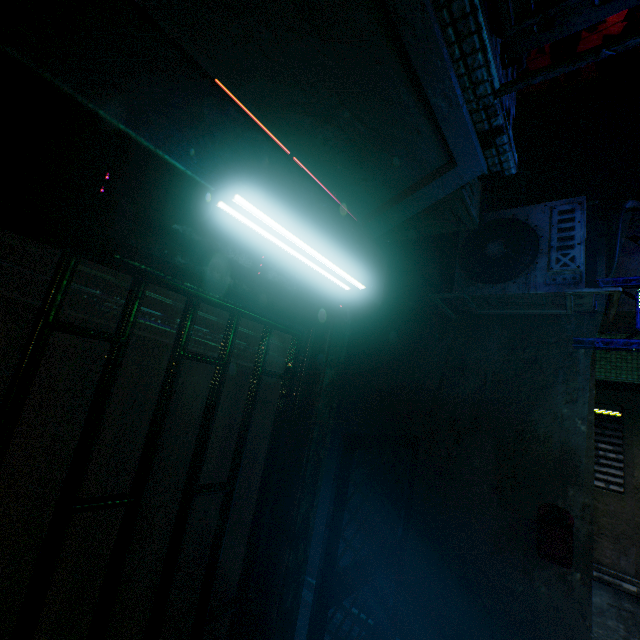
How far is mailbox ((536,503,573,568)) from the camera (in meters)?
2.11

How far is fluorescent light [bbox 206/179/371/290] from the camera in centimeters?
86cm

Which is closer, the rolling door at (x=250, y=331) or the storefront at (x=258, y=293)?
the storefront at (x=258, y=293)

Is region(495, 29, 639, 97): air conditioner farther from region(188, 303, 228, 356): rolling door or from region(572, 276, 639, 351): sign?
region(572, 276, 639, 351): sign

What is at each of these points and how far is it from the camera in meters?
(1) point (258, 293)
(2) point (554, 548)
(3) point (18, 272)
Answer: (1) storefront, 1.4 m
(2) mailbox, 2.1 m
(3) rolling door, 0.8 m

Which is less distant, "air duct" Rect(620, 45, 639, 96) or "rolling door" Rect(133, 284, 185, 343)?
"rolling door" Rect(133, 284, 185, 343)

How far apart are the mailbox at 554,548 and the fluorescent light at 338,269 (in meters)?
2.23

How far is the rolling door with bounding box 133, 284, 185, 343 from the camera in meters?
1.1
